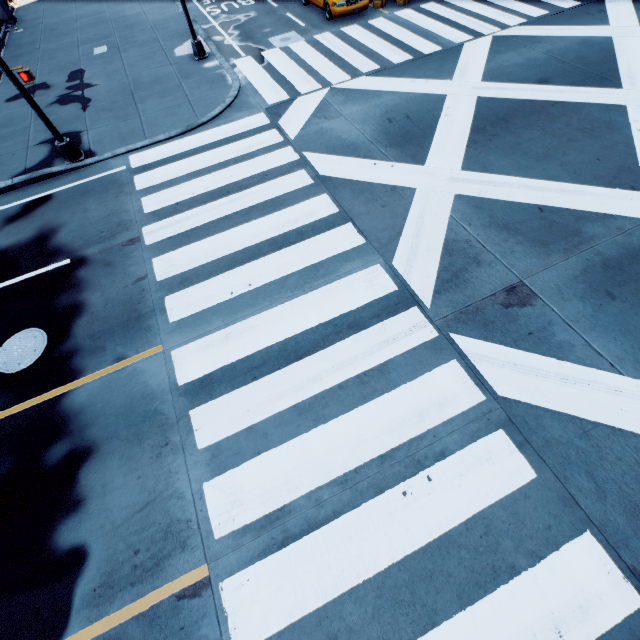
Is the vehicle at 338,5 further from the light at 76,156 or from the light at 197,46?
the light at 76,156

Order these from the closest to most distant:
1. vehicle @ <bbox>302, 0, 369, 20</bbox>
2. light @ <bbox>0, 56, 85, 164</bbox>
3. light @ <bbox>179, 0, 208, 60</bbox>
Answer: light @ <bbox>0, 56, 85, 164</bbox>, light @ <bbox>179, 0, 208, 60</bbox>, vehicle @ <bbox>302, 0, 369, 20</bbox>

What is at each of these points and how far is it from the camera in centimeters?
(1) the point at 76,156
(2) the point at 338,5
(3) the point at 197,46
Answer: (1) light, 1034cm
(2) vehicle, 1438cm
(3) light, 1377cm

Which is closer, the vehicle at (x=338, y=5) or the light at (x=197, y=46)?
the light at (x=197, y=46)

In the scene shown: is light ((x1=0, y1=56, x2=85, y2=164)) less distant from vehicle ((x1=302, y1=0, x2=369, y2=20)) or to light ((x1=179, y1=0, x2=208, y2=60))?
light ((x1=179, y1=0, x2=208, y2=60))

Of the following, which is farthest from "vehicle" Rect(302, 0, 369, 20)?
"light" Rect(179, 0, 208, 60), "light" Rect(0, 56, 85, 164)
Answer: "light" Rect(0, 56, 85, 164)
